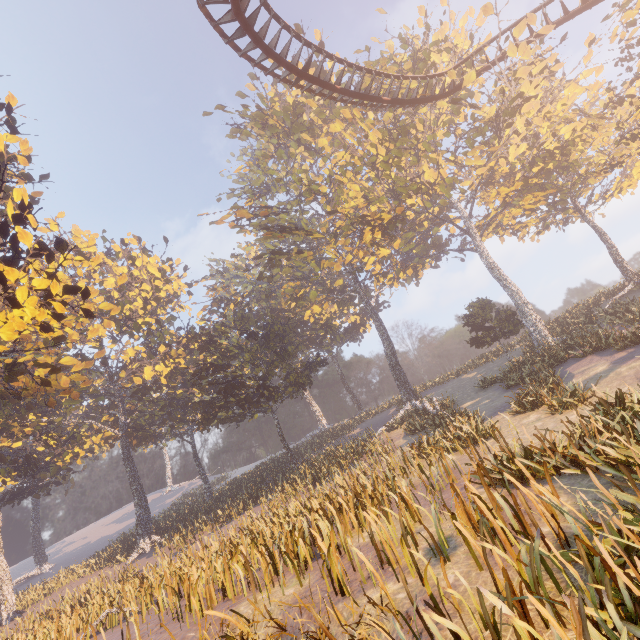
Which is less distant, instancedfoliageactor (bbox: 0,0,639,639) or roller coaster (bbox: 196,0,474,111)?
instancedfoliageactor (bbox: 0,0,639,639)

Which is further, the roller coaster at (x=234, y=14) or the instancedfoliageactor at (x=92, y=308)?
the roller coaster at (x=234, y=14)

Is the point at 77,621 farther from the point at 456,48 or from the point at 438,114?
the point at 456,48
